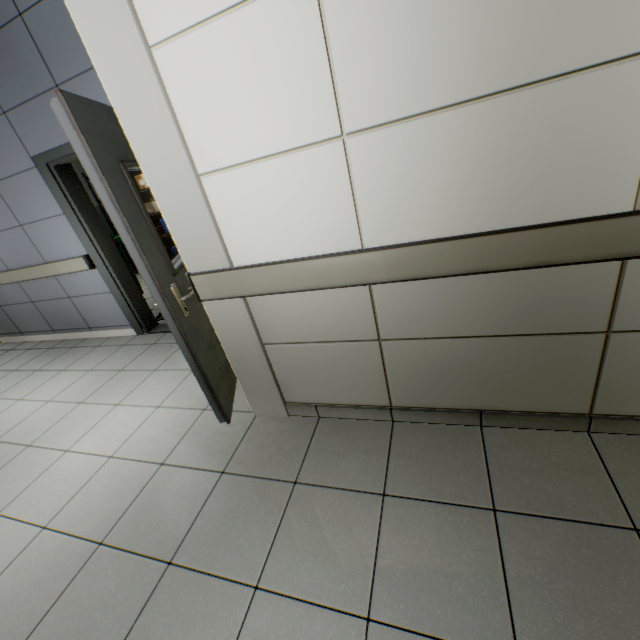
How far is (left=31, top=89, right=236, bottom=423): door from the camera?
1.54m

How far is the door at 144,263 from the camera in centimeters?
154cm

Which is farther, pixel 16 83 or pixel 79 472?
pixel 16 83
